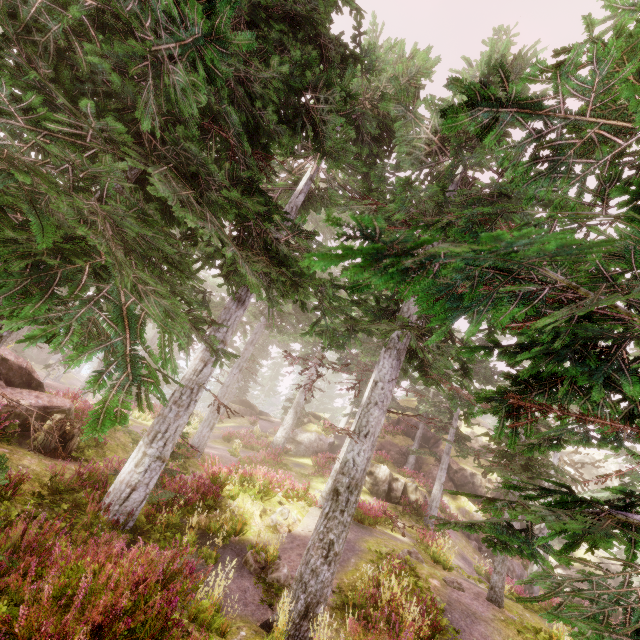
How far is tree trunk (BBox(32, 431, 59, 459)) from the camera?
10.4m

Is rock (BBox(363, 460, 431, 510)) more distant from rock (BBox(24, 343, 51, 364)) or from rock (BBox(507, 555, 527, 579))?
rock (BBox(24, 343, 51, 364))

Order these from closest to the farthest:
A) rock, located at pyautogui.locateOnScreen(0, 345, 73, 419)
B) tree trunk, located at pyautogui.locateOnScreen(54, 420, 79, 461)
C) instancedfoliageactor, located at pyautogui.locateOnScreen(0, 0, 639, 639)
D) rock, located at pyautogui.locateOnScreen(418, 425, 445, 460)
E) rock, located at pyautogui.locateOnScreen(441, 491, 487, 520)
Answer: instancedfoliageactor, located at pyautogui.locateOnScreen(0, 0, 639, 639), tree trunk, located at pyautogui.locateOnScreen(54, 420, 79, 461), rock, located at pyautogui.locateOnScreen(0, 345, 73, 419), rock, located at pyautogui.locateOnScreen(441, 491, 487, 520), rock, located at pyautogui.locateOnScreen(418, 425, 445, 460)

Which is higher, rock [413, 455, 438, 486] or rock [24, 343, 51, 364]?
rock [413, 455, 438, 486]

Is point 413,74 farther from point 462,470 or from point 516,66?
point 462,470

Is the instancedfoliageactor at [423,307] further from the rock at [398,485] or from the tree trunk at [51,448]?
the tree trunk at [51,448]

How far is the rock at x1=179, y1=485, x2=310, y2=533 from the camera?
10.2 meters

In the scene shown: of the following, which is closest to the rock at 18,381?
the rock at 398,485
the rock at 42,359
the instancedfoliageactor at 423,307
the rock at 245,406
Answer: the instancedfoliageactor at 423,307
